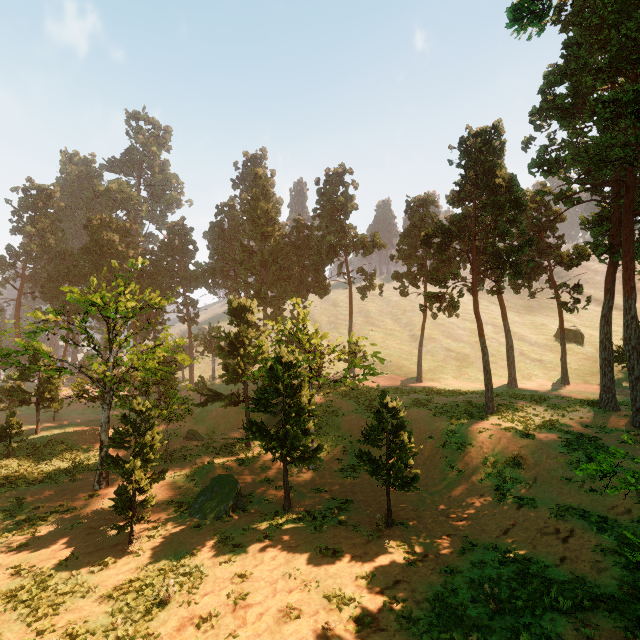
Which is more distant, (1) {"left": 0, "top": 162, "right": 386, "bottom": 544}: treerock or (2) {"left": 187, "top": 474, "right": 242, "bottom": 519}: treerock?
(1) {"left": 0, "top": 162, "right": 386, "bottom": 544}: treerock

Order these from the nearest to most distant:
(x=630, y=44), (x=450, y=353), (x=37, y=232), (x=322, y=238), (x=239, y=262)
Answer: (x=630, y=44) → (x=322, y=238) → (x=239, y=262) → (x=450, y=353) → (x=37, y=232)

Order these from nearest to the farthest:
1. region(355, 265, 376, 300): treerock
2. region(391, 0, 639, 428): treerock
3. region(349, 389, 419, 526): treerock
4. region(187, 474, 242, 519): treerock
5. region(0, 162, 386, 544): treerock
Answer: region(349, 389, 419, 526): treerock, region(187, 474, 242, 519): treerock, region(0, 162, 386, 544): treerock, region(391, 0, 639, 428): treerock, region(355, 265, 376, 300): treerock

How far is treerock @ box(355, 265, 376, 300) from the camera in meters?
43.2

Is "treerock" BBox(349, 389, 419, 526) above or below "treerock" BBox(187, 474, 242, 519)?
above

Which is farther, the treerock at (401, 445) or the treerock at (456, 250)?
the treerock at (456, 250)

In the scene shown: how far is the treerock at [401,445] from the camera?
14.74m
